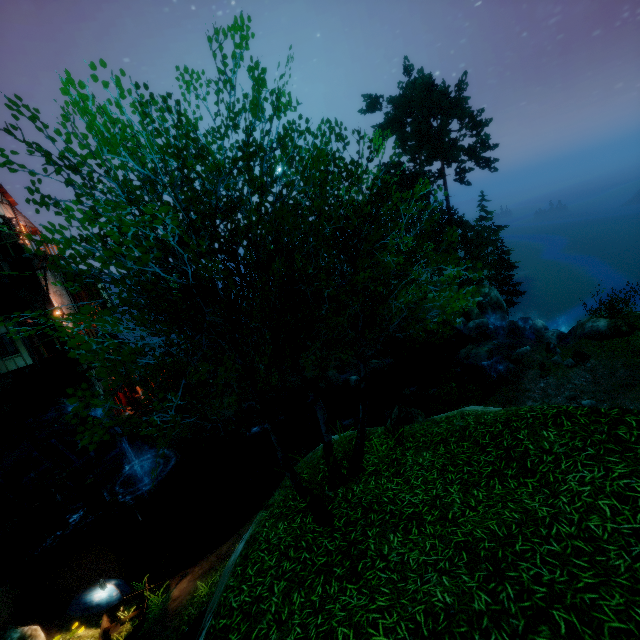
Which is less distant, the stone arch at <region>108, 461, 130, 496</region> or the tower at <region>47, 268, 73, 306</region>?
the tower at <region>47, 268, 73, 306</region>

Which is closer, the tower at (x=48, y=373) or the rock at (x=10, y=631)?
the rock at (x=10, y=631)

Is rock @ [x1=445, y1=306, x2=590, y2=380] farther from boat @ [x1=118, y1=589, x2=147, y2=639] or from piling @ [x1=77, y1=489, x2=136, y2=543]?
piling @ [x1=77, y1=489, x2=136, y2=543]

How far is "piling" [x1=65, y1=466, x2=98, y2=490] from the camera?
18.5m

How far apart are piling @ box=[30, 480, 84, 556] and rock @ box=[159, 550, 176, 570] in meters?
7.9 m

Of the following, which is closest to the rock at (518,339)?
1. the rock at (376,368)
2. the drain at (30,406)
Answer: the rock at (376,368)

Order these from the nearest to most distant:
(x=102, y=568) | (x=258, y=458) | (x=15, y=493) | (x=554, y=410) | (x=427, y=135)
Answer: (x=554, y=410)
(x=102, y=568)
(x=15, y=493)
(x=258, y=458)
(x=427, y=135)

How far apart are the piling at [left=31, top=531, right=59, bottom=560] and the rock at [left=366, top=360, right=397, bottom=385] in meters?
22.5
